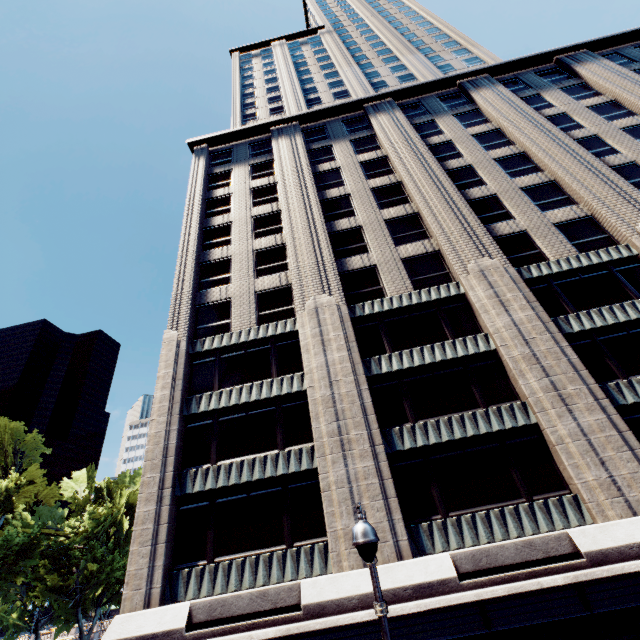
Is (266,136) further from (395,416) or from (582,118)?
(395,416)

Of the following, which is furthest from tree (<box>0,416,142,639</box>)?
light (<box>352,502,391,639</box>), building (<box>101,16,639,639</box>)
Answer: light (<box>352,502,391,639</box>)

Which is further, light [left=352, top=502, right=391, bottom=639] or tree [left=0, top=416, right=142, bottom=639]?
tree [left=0, top=416, right=142, bottom=639]

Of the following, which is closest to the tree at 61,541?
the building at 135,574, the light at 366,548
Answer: the building at 135,574

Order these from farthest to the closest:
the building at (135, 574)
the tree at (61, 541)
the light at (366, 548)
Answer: the tree at (61, 541), the building at (135, 574), the light at (366, 548)

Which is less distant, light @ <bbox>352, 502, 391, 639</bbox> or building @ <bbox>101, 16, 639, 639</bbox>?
light @ <bbox>352, 502, 391, 639</bbox>

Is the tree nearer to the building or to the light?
the building

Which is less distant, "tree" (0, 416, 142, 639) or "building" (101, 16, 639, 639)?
"building" (101, 16, 639, 639)
